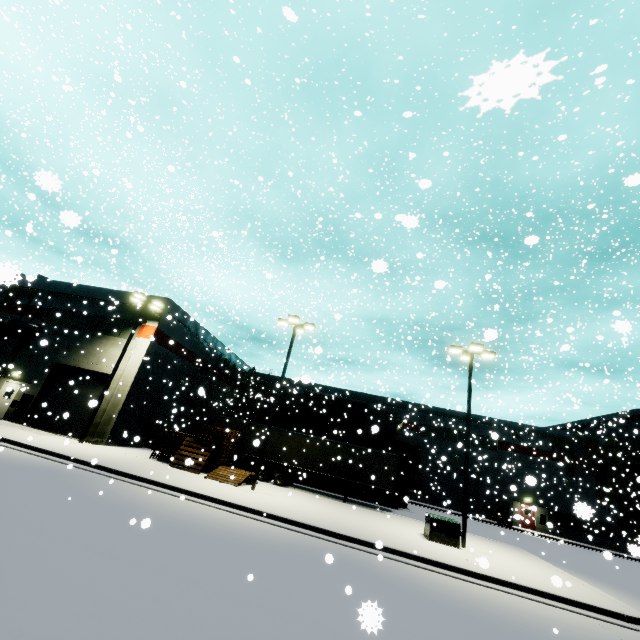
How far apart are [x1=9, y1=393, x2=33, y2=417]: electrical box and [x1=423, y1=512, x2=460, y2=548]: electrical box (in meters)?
26.96

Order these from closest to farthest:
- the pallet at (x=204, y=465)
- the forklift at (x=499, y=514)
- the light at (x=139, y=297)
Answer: the pallet at (x=204, y=465)
the light at (x=139, y=297)
the forklift at (x=499, y=514)

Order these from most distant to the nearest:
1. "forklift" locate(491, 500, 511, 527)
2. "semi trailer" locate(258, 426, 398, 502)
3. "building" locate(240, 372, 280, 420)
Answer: "building" locate(240, 372, 280, 420) → "forklift" locate(491, 500, 511, 527) → "semi trailer" locate(258, 426, 398, 502)

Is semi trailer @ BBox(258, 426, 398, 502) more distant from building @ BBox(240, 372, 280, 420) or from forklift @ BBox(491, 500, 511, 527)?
forklift @ BBox(491, 500, 511, 527)

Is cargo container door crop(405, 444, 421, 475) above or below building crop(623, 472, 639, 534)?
below

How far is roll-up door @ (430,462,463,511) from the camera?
35.9 meters

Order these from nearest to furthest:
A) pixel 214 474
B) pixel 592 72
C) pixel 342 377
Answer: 1. pixel 592 72
2. pixel 214 474
3. pixel 342 377

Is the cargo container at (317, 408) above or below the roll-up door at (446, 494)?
above
